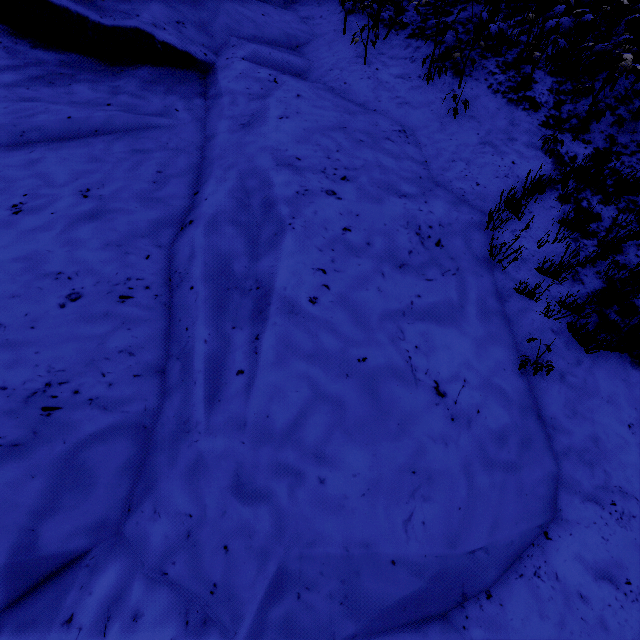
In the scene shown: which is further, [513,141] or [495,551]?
[513,141]
